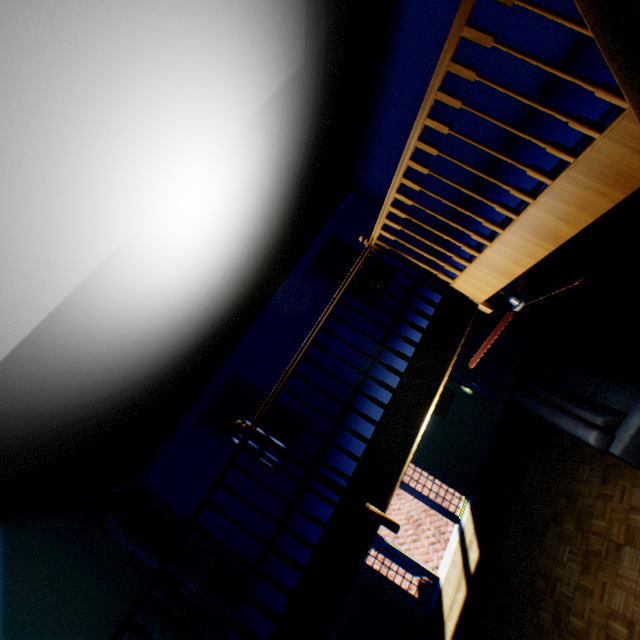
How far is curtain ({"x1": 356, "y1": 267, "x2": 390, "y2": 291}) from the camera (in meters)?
8.88

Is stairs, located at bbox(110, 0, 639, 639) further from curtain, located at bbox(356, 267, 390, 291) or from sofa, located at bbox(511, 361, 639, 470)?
sofa, located at bbox(511, 361, 639, 470)

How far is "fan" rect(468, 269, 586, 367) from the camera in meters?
2.9 m

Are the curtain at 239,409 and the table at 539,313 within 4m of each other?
no

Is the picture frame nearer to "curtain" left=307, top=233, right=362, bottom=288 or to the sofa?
the sofa

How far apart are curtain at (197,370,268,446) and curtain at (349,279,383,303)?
3.33m

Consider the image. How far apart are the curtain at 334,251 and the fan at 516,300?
4.1 meters

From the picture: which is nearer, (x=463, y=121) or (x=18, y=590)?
(x=18, y=590)
